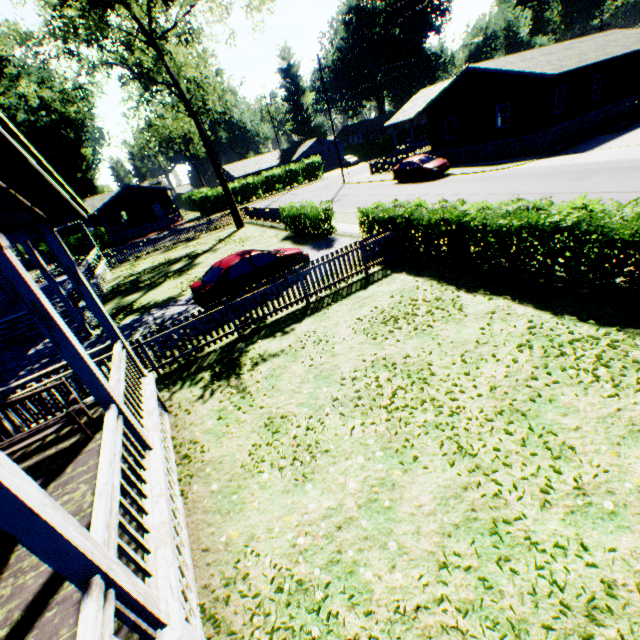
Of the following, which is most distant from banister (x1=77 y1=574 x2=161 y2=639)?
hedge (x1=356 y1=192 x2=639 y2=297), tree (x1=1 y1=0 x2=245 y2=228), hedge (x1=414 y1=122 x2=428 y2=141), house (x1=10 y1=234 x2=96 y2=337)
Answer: hedge (x1=414 y1=122 x2=428 y2=141)

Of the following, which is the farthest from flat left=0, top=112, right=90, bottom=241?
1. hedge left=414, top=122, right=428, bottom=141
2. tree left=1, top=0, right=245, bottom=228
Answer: hedge left=414, top=122, right=428, bottom=141

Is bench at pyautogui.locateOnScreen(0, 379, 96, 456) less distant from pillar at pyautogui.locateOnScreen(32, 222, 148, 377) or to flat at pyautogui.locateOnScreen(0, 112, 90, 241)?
pillar at pyautogui.locateOnScreen(32, 222, 148, 377)

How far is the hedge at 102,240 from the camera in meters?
39.1 m

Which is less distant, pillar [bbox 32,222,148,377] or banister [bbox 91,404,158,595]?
banister [bbox 91,404,158,595]

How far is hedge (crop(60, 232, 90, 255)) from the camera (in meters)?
37.97

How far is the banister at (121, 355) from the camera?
5.2m

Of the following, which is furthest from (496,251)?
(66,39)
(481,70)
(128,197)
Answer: (128,197)
